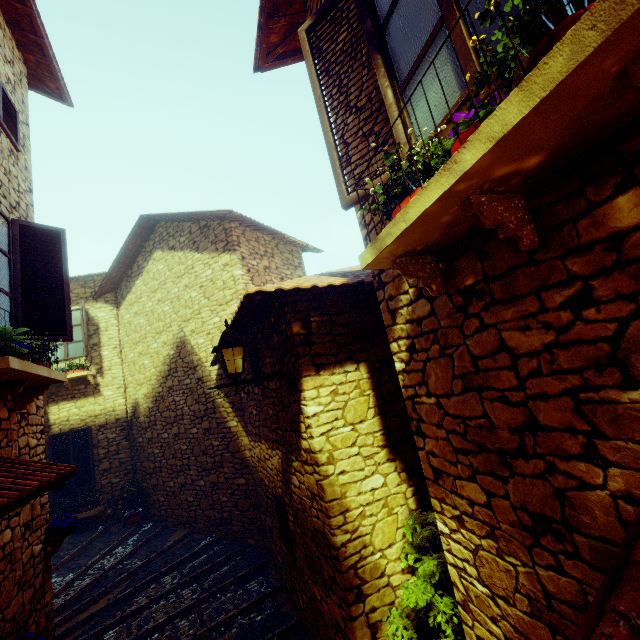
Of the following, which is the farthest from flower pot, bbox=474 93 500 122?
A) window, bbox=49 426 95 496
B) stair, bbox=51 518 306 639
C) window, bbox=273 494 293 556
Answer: window, bbox=49 426 95 496

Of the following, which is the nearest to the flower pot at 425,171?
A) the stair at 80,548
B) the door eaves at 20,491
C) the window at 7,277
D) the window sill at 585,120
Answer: the window sill at 585,120

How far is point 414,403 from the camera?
2.6m

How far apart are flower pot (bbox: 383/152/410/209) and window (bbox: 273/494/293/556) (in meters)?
4.39

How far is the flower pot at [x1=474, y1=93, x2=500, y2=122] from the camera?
1.3m

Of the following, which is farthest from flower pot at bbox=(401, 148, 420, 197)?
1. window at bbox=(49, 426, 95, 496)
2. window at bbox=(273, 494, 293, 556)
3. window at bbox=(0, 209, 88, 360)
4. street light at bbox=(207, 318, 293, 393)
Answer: window at bbox=(49, 426, 95, 496)

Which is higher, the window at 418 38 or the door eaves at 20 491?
the window at 418 38

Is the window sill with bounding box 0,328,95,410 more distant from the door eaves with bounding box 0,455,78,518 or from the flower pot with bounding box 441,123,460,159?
the flower pot with bounding box 441,123,460,159
